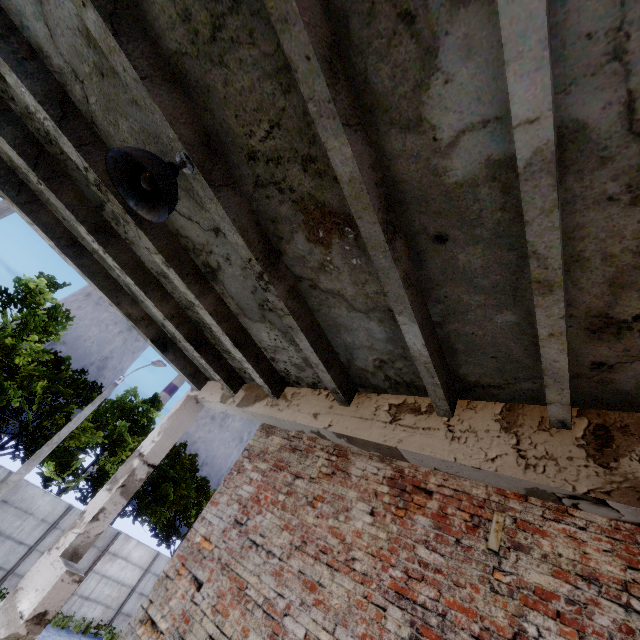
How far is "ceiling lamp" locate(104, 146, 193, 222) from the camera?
2.1 meters

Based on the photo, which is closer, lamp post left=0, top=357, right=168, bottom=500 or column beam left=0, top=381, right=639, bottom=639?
column beam left=0, top=381, right=639, bottom=639

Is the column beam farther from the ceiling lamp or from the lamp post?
the lamp post

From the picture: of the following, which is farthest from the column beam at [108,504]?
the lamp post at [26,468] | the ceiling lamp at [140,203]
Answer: the lamp post at [26,468]

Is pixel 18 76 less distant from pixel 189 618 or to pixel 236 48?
pixel 236 48

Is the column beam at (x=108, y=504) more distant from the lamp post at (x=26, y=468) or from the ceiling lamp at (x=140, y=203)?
the lamp post at (x=26, y=468)

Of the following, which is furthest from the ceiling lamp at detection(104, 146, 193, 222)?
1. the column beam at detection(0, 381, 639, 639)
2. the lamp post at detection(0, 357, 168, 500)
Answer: the lamp post at detection(0, 357, 168, 500)
